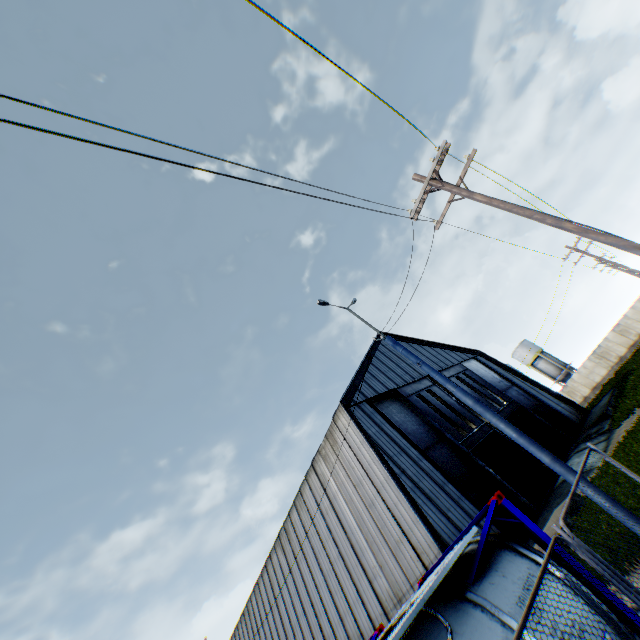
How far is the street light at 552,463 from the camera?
7.4m

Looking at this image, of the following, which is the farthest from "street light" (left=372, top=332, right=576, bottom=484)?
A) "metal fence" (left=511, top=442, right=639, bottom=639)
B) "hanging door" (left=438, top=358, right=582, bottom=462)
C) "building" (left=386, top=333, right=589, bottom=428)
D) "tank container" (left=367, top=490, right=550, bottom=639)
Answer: "hanging door" (left=438, top=358, right=582, bottom=462)

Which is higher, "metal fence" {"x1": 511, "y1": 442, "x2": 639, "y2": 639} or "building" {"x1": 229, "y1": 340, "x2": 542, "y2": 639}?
"building" {"x1": 229, "y1": 340, "x2": 542, "y2": 639}

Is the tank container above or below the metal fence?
above

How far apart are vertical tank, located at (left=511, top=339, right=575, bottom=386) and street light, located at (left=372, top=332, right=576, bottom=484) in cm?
5625

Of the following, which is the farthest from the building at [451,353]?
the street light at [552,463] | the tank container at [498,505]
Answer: the street light at [552,463]

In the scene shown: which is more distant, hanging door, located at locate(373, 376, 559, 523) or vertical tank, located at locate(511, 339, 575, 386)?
vertical tank, located at locate(511, 339, 575, 386)

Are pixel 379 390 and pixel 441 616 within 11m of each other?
no
